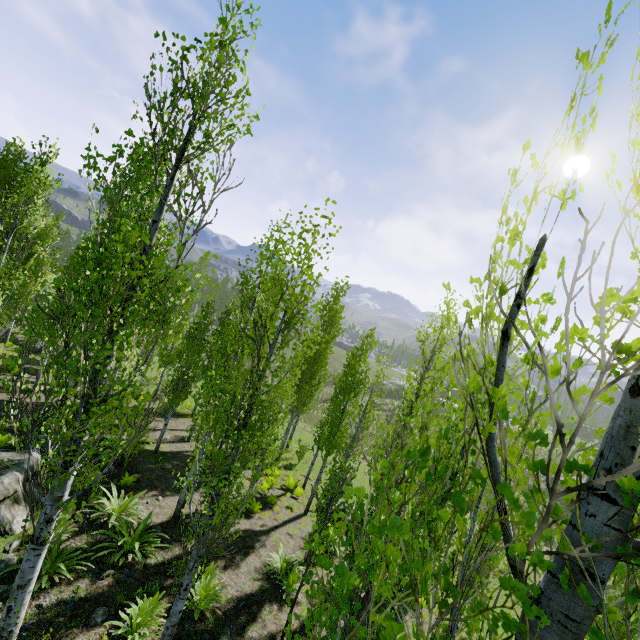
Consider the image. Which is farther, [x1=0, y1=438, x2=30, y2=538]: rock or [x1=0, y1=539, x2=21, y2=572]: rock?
[x1=0, y1=438, x2=30, y2=538]: rock

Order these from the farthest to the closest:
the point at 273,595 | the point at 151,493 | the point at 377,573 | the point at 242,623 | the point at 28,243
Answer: the point at 28,243
the point at 151,493
the point at 273,595
the point at 242,623
the point at 377,573

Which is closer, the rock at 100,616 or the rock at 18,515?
the rock at 100,616

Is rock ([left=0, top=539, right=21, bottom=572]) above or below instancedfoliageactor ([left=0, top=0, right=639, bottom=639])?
below

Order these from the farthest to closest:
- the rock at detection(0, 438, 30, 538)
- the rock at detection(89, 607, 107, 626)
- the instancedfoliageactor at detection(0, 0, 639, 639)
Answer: the rock at detection(0, 438, 30, 538) → the rock at detection(89, 607, 107, 626) → the instancedfoliageactor at detection(0, 0, 639, 639)

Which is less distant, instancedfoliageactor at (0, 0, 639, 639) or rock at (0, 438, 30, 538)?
instancedfoliageactor at (0, 0, 639, 639)

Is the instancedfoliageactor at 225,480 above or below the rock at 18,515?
above

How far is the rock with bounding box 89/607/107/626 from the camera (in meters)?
6.38
